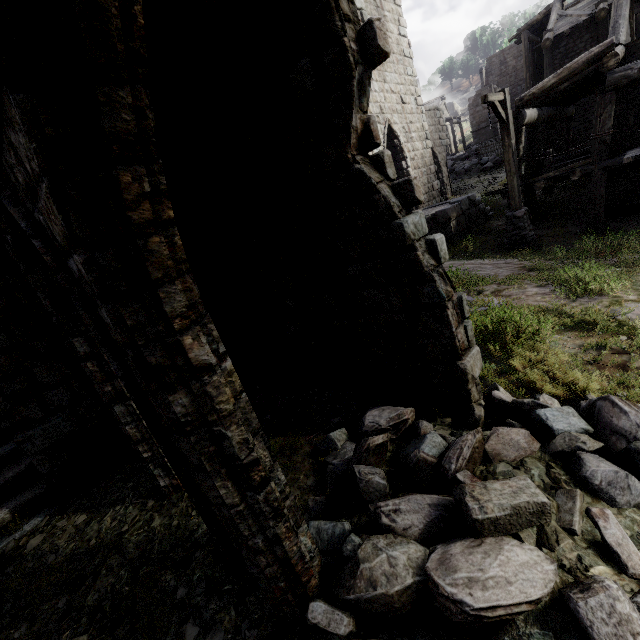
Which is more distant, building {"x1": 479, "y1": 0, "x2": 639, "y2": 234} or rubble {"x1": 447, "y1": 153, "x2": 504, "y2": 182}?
rubble {"x1": 447, "y1": 153, "x2": 504, "y2": 182}

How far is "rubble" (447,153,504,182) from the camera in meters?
24.7 m

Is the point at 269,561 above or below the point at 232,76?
below

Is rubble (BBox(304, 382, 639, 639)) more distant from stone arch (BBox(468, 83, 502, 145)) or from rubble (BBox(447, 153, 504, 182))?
stone arch (BBox(468, 83, 502, 145))

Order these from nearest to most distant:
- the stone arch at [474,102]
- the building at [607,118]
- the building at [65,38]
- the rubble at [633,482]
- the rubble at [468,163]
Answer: the building at [65,38]
the rubble at [633,482]
the building at [607,118]
the rubble at [468,163]
the stone arch at [474,102]

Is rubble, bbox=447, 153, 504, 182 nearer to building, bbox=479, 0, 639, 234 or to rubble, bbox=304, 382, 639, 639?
building, bbox=479, 0, 639, 234

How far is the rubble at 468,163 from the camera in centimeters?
2467cm

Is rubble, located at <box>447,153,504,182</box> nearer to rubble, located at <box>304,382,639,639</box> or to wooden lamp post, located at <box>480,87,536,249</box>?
wooden lamp post, located at <box>480,87,536,249</box>
